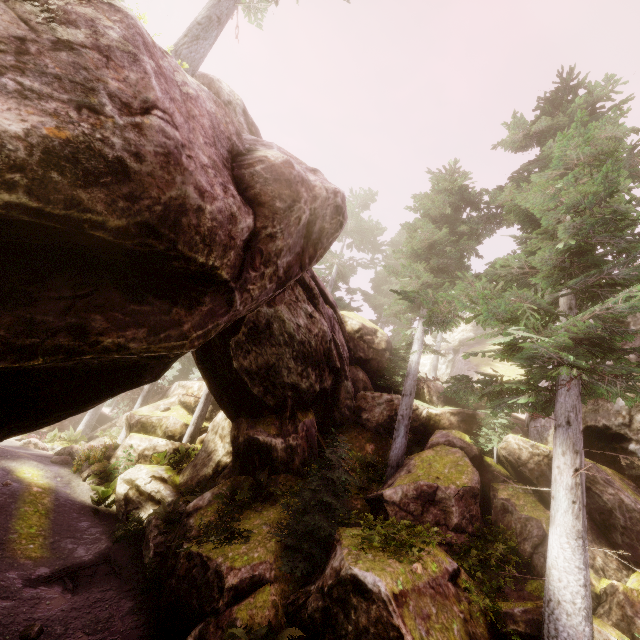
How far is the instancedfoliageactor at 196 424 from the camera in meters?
19.4

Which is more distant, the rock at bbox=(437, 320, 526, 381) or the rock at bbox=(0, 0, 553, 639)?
the rock at bbox=(437, 320, 526, 381)

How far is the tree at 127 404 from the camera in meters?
27.2

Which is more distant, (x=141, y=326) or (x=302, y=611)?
(x=302, y=611)

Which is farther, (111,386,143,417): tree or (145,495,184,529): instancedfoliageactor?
(111,386,143,417): tree

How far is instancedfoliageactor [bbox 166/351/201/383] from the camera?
28.4m

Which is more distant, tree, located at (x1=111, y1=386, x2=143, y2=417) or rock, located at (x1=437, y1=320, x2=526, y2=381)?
tree, located at (x1=111, y1=386, x2=143, y2=417)

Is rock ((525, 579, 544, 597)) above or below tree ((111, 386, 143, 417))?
below
